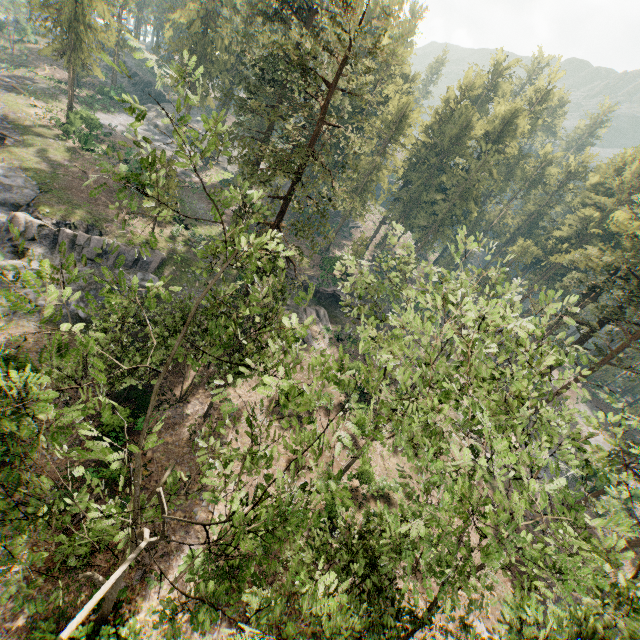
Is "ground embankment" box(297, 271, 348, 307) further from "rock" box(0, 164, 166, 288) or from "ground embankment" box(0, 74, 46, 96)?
"ground embankment" box(0, 74, 46, 96)

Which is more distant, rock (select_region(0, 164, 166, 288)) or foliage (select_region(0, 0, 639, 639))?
rock (select_region(0, 164, 166, 288))

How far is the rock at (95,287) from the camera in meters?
26.9

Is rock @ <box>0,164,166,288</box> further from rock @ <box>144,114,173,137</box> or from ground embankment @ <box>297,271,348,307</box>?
rock @ <box>144,114,173,137</box>

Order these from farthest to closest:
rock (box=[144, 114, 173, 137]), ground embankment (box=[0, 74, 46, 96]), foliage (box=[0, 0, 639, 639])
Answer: rock (box=[144, 114, 173, 137]) < ground embankment (box=[0, 74, 46, 96]) < foliage (box=[0, 0, 639, 639])

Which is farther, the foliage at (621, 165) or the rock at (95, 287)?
A: the rock at (95, 287)

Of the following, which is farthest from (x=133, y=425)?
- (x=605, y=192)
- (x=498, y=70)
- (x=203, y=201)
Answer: (x=498, y=70)

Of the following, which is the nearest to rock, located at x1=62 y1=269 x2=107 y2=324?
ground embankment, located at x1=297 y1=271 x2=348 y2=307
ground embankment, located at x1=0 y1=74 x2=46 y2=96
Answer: ground embankment, located at x1=0 y1=74 x2=46 y2=96
